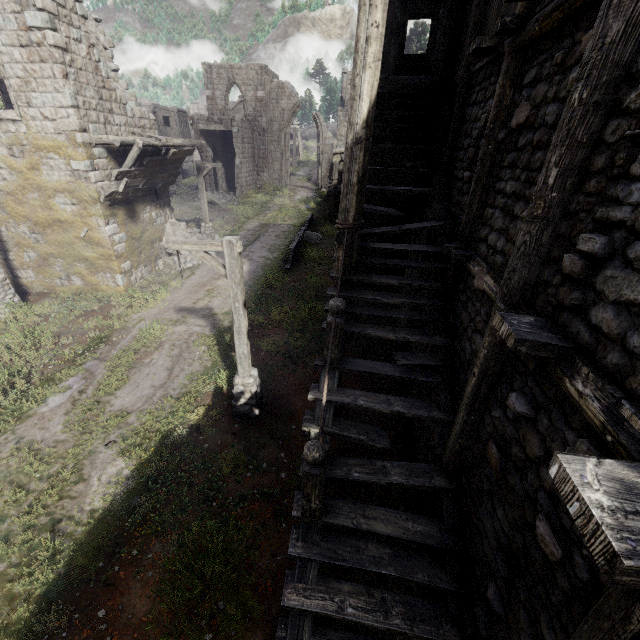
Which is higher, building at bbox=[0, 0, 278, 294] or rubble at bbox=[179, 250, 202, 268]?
building at bbox=[0, 0, 278, 294]

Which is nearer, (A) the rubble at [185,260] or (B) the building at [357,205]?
(B) the building at [357,205]

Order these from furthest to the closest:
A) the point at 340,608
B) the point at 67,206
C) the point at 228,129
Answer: the point at 228,129 < the point at 67,206 < the point at 340,608

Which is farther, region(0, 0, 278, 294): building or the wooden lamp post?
the wooden lamp post

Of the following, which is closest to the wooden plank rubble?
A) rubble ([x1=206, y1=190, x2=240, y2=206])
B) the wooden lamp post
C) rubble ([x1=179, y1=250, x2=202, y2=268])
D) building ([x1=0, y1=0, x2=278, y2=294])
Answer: building ([x1=0, y1=0, x2=278, y2=294])

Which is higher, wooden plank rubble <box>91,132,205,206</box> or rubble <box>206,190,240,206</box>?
wooden plank rubble <box>91,132,205,206</box>

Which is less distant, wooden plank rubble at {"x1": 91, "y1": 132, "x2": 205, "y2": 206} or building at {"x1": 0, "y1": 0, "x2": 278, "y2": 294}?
building at {"x1": 0, "y1": 0, "x2": 278, "y2": 294}

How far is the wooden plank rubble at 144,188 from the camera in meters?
12.4 m
